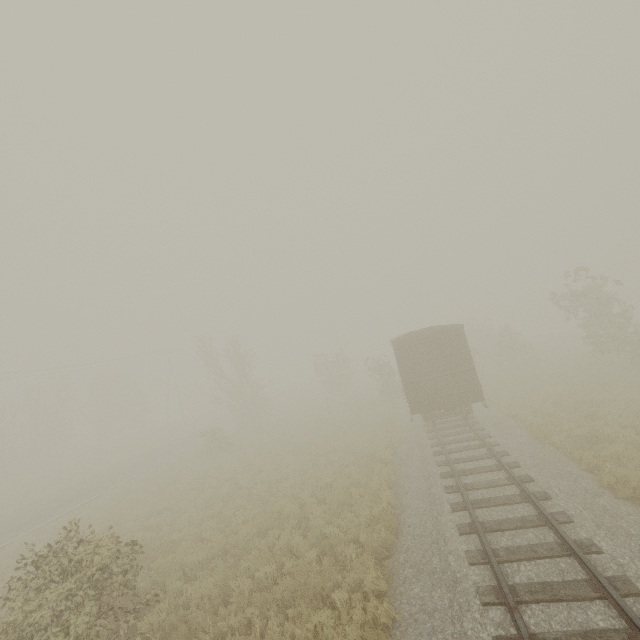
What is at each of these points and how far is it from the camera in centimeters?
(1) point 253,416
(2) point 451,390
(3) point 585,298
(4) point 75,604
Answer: (1) tree, 2998cm
(2) boxcar, 1510cm
(3) tree, 2094cm
(4) tree, 690cm

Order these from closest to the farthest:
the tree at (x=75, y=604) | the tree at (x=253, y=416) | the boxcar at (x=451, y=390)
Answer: the tree at (x=75, y=604) < the boxcar at (x=451, y=390) < the tree at (x=253, y=416)

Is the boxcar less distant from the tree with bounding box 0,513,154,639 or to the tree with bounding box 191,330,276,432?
the tree with bounding box 0,513,154,639

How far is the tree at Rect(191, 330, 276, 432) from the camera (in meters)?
29.88

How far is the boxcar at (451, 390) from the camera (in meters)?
14.98

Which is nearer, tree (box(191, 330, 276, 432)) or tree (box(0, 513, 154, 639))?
tree (box(0, 513, 154, 639))
